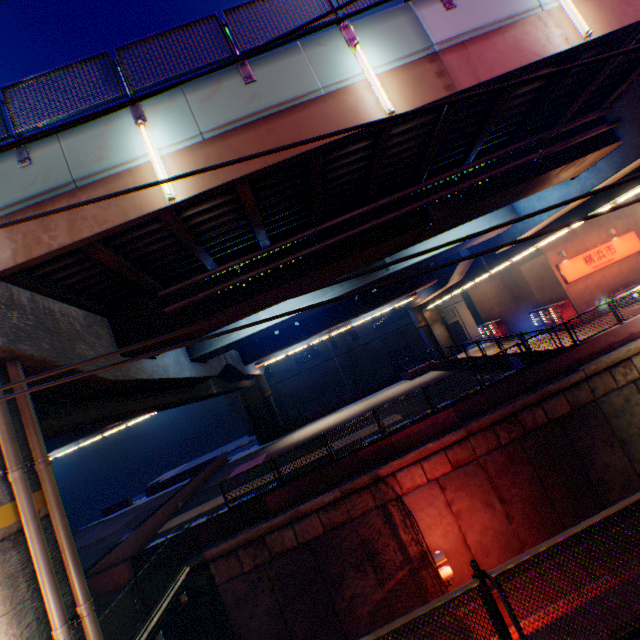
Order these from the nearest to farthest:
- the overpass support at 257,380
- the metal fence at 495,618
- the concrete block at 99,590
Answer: the metal fence at 495,618
the overpass support at 257,380
the concrete block at 99,590

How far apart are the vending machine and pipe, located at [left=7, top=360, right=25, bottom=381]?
28.61m

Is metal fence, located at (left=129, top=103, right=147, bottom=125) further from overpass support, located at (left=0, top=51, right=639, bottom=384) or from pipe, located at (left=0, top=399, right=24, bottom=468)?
pipe, located at (left=0, top=399, right=24, bottom=468)

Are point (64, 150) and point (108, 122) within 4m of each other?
yes

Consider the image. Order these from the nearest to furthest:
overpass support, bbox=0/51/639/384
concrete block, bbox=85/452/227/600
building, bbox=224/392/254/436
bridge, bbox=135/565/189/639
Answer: overpass support, bbox=0/51/639/384, bridge, bbox=135/565/189/639, concrete block, bbox=85/452/227/600, building, bbox=224/392/254/436

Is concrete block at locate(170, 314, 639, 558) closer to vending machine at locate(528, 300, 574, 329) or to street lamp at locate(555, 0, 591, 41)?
vending machine at locate(528, 300, 574, 329)

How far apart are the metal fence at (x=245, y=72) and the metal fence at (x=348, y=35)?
2.2 meters

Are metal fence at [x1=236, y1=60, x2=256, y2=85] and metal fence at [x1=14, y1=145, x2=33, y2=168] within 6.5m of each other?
yes
